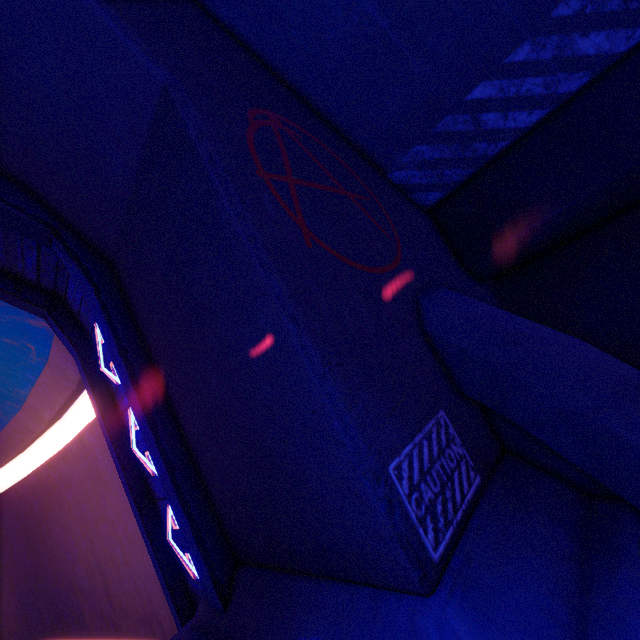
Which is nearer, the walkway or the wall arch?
the wall arch

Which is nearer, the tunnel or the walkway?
the walkway

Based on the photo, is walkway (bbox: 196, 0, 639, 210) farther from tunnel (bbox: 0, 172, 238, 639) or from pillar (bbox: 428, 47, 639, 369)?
tunnel (bbox: 0, 172, 238, 639)

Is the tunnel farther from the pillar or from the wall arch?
the pillar

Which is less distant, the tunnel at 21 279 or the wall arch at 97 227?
the wall arch at 97 227

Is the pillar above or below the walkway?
below

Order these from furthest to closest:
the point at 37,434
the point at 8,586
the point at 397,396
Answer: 1. the point at 8,586
2. the point at 37,434
3. the point at 397,396

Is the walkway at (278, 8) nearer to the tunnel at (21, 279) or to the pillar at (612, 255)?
the pillar at (612, 255)
